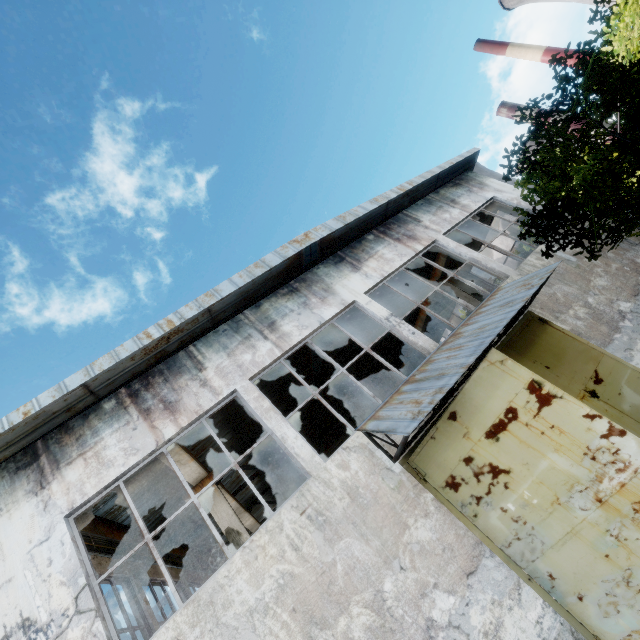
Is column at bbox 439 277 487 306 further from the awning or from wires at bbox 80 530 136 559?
wires at bbox 80 530 136 559

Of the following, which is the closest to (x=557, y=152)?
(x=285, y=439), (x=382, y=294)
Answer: (x=382, y=294)

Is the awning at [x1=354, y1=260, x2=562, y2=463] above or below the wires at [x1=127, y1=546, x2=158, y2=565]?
below

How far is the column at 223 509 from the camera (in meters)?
8.32

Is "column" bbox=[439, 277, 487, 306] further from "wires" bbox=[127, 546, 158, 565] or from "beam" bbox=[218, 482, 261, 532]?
"wires" bbox=[127, 546, 158, 565]

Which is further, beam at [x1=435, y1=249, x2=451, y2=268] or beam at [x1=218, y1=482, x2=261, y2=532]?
beam at [x1=435, y1=249, x2=451, y2=268]

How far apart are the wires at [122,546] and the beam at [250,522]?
2.44m

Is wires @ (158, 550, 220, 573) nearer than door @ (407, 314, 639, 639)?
No
